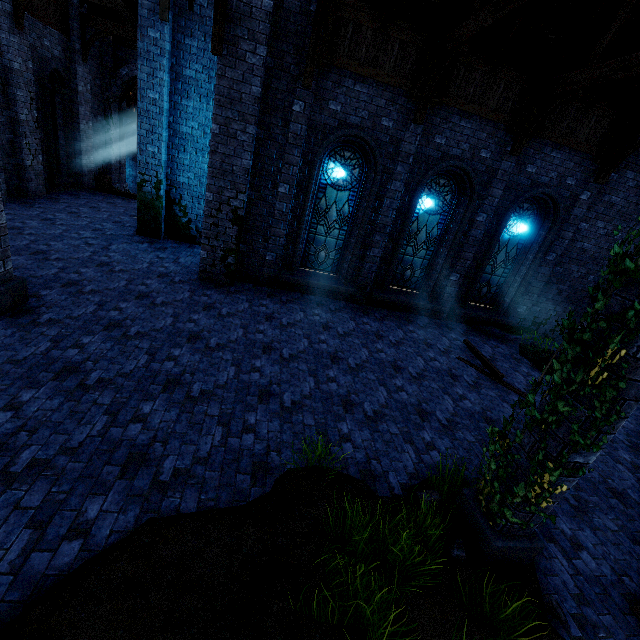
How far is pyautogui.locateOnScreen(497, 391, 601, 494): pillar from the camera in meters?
2.9

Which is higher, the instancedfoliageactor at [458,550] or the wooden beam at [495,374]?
the instancedfoliageactor at [458,550]

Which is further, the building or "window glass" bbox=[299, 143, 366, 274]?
"window glass" bbox=[299, 143, 366, 274]

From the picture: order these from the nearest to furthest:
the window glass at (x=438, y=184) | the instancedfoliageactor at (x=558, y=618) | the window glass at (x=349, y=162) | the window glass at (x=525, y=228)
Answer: the instancedfoliageactor at (x=558, y=618), the window glass at (x=349, y=162), the window glass at (x=438, y=184), the window glass at (x=525, y=228)

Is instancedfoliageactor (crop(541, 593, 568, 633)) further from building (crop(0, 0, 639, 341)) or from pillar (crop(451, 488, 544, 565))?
building (crop(0, 0, 639, 341))

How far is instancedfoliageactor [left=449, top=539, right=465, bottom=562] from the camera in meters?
3.6

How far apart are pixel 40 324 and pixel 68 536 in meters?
4.2 m

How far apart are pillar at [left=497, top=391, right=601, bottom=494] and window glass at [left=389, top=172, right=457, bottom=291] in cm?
737
